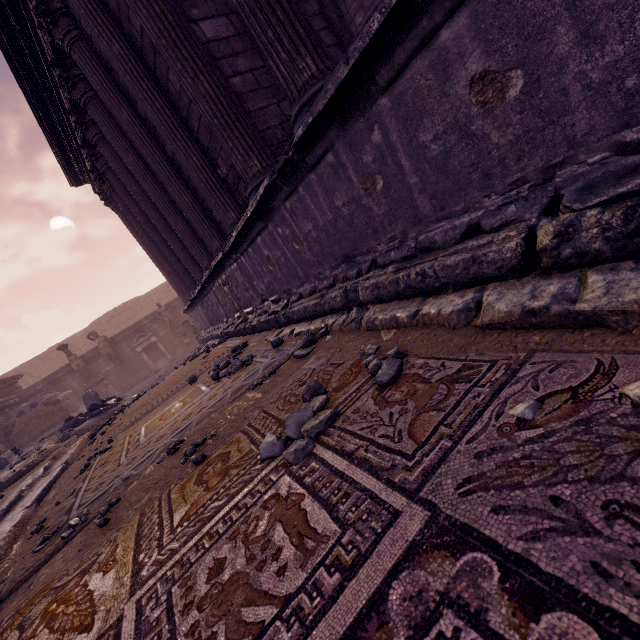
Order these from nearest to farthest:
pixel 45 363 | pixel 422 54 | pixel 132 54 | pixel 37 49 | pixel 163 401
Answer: pixel 422 54, pixel 132 54, pixel 163 401, pixel 37 49, pixel 45 363

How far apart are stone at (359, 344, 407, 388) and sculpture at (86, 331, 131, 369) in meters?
16.9 m

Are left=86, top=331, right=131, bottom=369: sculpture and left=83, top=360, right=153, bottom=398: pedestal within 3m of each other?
yes

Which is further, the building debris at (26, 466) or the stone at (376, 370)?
the building debris at (26, 466)

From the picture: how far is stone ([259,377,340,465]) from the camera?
1.49m

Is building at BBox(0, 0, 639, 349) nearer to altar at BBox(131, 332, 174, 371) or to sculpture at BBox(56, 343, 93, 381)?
altar at BBox(131, 332, 174, 371)

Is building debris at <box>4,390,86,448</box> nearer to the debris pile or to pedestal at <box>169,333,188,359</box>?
the debris pile

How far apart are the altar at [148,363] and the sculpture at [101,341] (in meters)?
0.43
